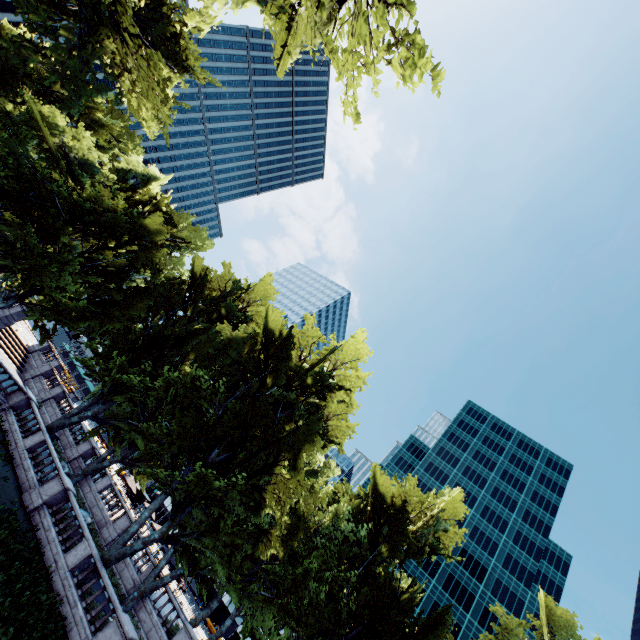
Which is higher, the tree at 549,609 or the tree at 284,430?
the tree at 549,609

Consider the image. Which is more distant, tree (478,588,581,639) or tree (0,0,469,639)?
tree (478,588,581,639)

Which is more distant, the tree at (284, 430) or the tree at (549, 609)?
the tree at (549, 609)

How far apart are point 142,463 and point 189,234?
23.78m

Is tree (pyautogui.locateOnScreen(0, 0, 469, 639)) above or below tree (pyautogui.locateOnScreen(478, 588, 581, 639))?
below
